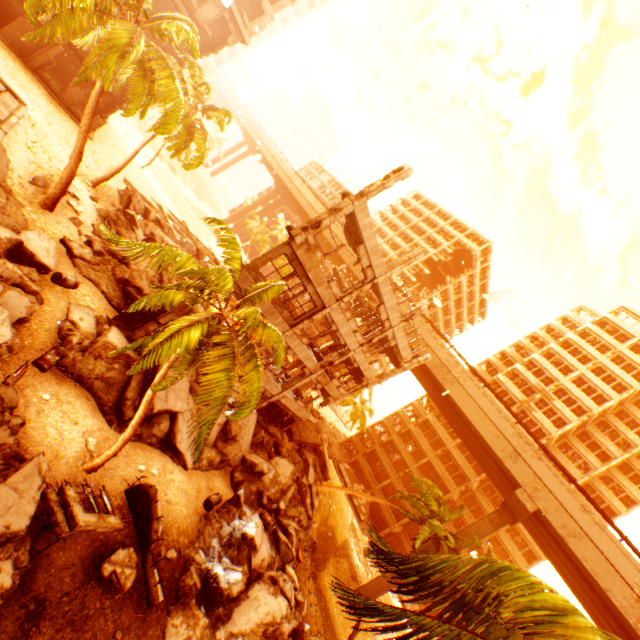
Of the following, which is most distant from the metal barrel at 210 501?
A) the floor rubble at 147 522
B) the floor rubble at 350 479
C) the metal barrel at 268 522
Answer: the floor rubble at 350 479

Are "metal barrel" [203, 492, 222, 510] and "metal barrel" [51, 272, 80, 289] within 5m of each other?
no

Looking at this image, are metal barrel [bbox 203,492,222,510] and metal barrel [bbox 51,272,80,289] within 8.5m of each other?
no

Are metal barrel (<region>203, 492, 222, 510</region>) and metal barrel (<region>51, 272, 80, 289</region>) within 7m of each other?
no

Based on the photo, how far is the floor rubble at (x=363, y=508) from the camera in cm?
3997

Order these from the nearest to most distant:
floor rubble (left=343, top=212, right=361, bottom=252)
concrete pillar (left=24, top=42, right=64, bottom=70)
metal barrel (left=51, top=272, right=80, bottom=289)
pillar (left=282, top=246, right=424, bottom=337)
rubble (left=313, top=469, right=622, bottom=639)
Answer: rubble (left=313, top=469, right=622, bottom=639)
metal barrel (left=51, top=272, right=80, bottom=289)
floor rubble (left=343, top=212, right=361, bottom=252)
pillar (left=282, top=246, right=424, bottom=337)
concrete pillar (left=24, top=42, right=64, bottom=70)

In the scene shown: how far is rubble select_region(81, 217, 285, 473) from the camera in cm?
809

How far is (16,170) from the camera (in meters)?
15.16
